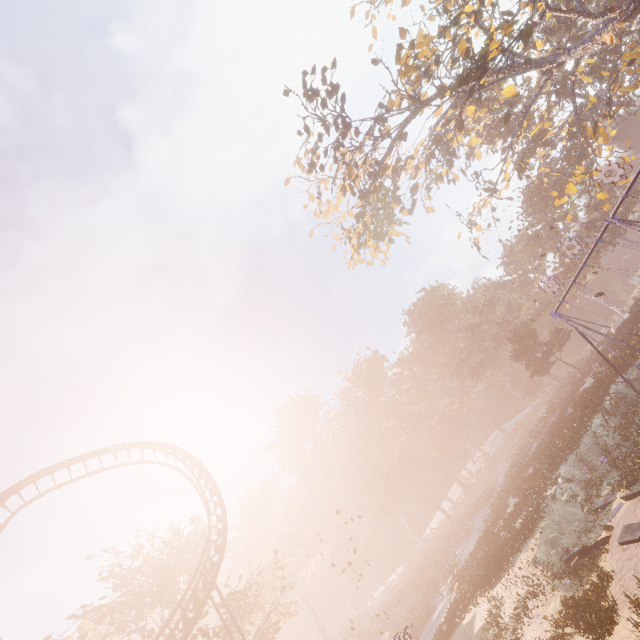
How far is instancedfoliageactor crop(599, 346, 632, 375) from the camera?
21.1m

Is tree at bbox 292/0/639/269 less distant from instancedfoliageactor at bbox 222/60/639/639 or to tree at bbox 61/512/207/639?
instancedfoliageactor at bbox 222/60/639/639

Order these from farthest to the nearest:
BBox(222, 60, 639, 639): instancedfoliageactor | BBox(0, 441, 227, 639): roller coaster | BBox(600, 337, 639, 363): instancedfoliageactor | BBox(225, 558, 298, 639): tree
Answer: BBox(225, 558, 298, 639): tree → BBox(600, 337, 639, 363): instancedfoliageactor → BBox(222, 60, 639, 639): instancedfoliageactor → BBox(0, 441, 227, 639): roller coaster

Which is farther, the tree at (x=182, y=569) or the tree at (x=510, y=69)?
the tree at (x=182, y=569)

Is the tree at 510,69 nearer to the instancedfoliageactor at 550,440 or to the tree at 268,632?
the instancedfoliageactor at 550,440

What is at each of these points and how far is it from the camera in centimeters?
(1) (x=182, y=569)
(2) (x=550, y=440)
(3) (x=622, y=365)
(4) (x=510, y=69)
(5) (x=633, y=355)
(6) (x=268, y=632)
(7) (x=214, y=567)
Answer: (1) tree, 2659cm
(2) instancedfoliageactor, 3006cm
(3) instancedfoliageactor, 2177cm
(4) tree, 2147cm
(5) instancedfoliageactor, 2097cm
(6) tree, 2400cm
(7) roller coaster, 1838cm

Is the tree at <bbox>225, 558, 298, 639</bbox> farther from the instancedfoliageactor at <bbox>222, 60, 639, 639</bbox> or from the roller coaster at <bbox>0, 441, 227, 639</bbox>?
the instancedfoliageactor at <bbox>222, 60, 639, 639</bbox>
